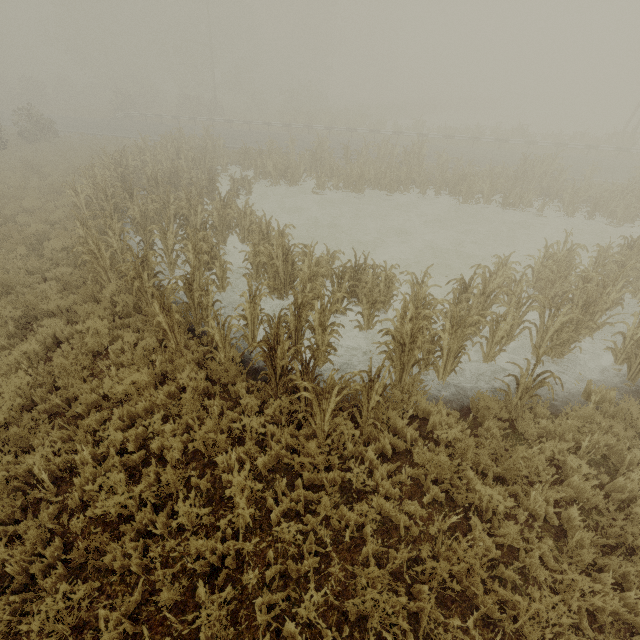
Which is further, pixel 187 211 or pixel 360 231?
pixel 360 231

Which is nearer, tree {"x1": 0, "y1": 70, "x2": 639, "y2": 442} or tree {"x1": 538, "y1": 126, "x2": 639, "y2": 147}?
tree {"x1": 0, "y1": 70, "x2": 639, "y2": 442}

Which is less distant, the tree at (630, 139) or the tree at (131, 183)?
the tree at (131, 183)
